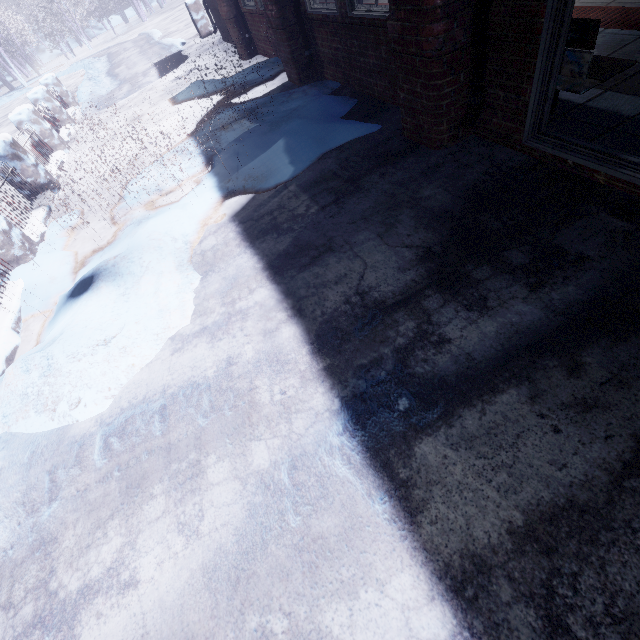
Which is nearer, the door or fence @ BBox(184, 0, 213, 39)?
the door

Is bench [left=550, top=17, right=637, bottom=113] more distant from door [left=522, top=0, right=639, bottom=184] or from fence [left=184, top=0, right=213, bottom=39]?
fence [left=184, top=0, right=213, bottom=39]

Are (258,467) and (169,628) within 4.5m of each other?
yes

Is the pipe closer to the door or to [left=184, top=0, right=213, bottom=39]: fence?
the door

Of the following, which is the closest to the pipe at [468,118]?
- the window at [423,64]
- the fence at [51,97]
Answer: the window at [423,64]

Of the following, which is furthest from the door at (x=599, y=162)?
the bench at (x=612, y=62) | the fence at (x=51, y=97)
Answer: the fence at (x=51, y=97)

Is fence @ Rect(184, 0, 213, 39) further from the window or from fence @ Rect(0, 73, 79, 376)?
the window

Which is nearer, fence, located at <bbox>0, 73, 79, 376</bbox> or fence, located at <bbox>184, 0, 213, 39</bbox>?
fence, located at <bbox>0, 73, 79, 376</bbox>
